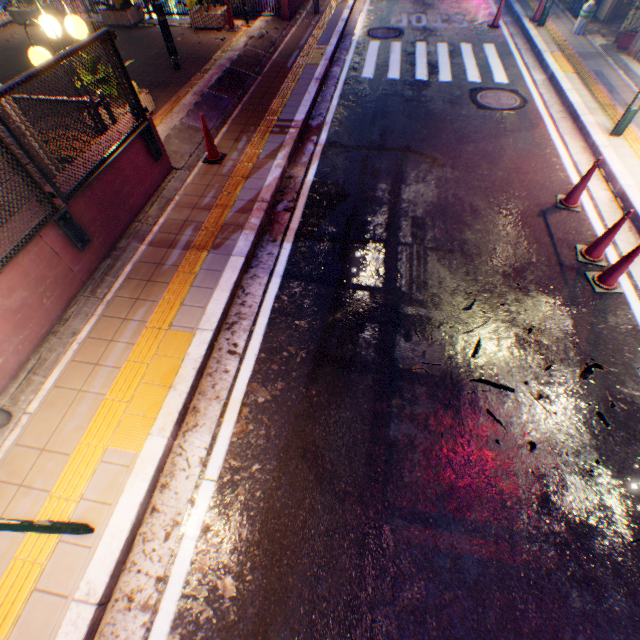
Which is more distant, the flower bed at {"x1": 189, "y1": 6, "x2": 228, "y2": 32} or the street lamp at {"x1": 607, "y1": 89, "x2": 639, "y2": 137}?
the flower bed at {"x1": 189, "y1": 6, "x2": 228, "y2": 32}

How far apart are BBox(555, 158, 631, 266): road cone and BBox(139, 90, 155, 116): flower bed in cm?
854

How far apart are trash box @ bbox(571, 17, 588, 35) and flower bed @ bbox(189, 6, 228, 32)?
11.4 meters

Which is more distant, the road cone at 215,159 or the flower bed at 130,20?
the flower bed at 130,20

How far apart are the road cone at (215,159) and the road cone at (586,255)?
6.4 meters

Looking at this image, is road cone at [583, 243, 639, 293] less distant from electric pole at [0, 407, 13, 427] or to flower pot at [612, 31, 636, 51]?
electric pole at [0, 407, 13, 427]

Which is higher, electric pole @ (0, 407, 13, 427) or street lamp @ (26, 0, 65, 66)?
street lamp @ (26, 0, 65, 66)

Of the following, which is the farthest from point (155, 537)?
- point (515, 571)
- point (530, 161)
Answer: point (530, 161)
